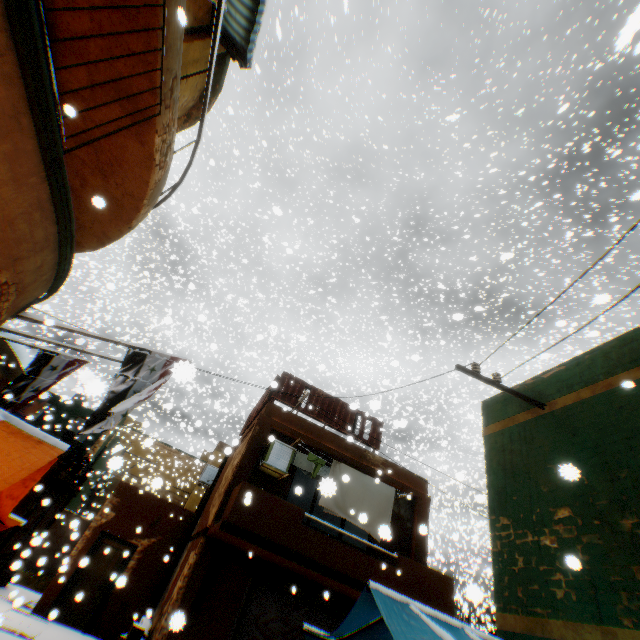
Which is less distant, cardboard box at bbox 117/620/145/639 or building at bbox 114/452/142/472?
building at bbox 114/452/142/472

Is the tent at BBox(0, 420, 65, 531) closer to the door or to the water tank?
the door

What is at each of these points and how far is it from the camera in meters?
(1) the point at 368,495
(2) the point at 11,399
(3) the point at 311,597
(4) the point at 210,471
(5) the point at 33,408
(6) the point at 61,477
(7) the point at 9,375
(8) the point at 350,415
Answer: (1) dryer, 9.9 m
(2) flag, 6.8 m
(3) rolling overhead door, 9.5 m
(4) air conditioner, 15.3 m
(5) water tank, 14.6 m
(6) wooden beam, 11.9 m
(7) building, 17.2 m
(8) wooden shield, 12.3 m

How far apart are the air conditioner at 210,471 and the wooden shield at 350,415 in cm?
61

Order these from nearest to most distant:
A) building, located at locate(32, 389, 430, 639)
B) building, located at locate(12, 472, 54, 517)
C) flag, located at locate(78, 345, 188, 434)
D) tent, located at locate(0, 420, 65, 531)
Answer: tent, located at locate(0, 420, 65, 531)
flag, located at locate(78, 345, 188, 434)
building, located at locate(32, 389, 430, 639)
building, located at locate(12, 472, 54, 517)

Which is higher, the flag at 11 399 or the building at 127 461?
the building at 127 461

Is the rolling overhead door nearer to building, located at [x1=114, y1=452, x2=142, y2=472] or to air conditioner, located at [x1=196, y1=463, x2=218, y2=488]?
building, located at [x1=114, y1=452, x2=142, y2=472]

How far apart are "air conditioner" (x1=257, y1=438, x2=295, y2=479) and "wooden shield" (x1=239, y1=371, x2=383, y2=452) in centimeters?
61cm
